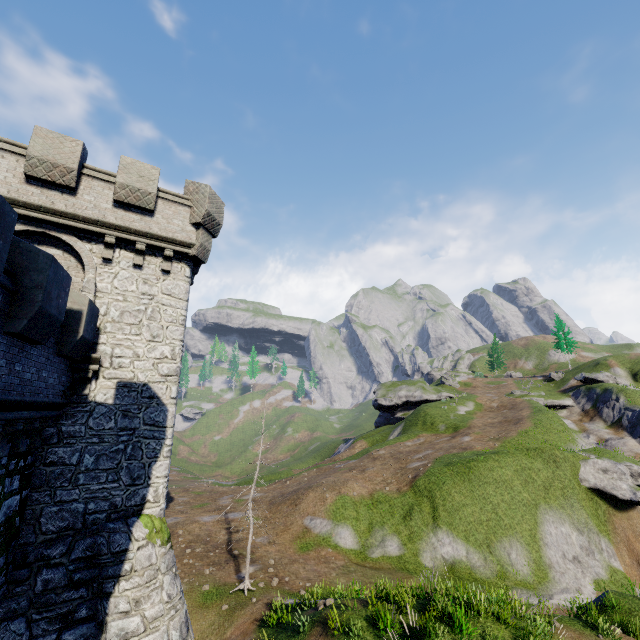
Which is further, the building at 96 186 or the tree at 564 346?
the tree at 564 346

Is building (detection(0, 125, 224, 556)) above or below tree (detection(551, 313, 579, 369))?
below

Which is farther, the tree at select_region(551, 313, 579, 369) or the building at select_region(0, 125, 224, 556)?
the tree at select_region(551, 313, 579, 369)

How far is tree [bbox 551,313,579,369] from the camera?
56.7 meters

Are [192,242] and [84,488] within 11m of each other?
yes

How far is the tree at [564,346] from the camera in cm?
5669
